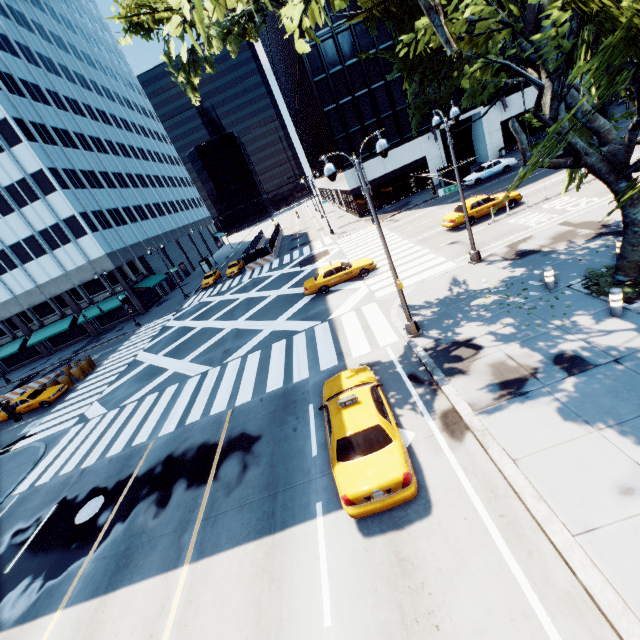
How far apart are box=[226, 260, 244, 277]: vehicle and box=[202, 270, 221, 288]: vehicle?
1.53m

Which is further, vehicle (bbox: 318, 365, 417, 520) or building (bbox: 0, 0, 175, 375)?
building (bbox: 0, 0, 175, 375)

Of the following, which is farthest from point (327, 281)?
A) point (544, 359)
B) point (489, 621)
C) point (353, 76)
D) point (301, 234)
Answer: point (301, 234)

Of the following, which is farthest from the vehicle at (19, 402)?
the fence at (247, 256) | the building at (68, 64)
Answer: the fence at (247, 256)

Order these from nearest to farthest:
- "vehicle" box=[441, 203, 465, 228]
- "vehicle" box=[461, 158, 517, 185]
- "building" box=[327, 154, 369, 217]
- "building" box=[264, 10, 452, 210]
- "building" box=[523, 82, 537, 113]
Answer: "vehicle" box=[441, 203, 465, 228] → "vehicle" box=[461, 158, 517, 185] → "building" box=[264, 10, 452, 210] → "building" box=[523, 82, 537, 113] → "building" box=[327, 154, 369, 217]

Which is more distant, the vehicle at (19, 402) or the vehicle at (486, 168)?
the vehicle at (486, 168)

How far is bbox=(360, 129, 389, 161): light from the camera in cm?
1037

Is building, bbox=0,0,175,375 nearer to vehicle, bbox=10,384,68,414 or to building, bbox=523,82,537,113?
vehicle, bbox=10,384,68,414
